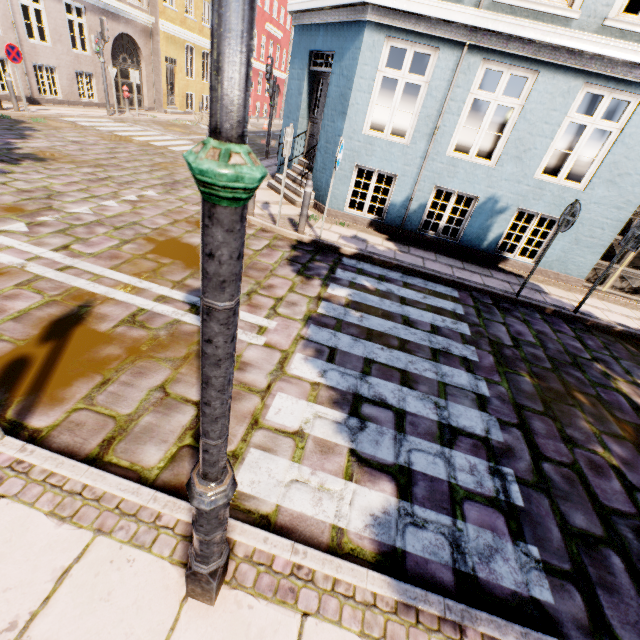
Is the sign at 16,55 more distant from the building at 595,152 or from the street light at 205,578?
the street light at 205,578

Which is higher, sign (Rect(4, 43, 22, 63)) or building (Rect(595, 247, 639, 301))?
sign (Rect(4, 43, 22, 63))

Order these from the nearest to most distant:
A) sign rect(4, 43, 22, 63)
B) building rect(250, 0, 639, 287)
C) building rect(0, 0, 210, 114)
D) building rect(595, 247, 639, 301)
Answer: building rect(250, 0, 639, 287) → building rect(595, 247, 639, 301) → sign rect(4, 43, 22, 63) → building rect(0, 0, 210, 114)

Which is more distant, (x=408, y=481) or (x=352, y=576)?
(x=408, y=481)

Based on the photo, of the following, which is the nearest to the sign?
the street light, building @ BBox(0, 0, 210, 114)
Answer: building @ BBox(0, 0, 210, 114)

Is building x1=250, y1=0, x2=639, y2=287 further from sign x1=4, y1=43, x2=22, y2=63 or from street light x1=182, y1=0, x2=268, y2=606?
street light x1=182, y1=0, x2=268, y2=606

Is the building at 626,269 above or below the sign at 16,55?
below
